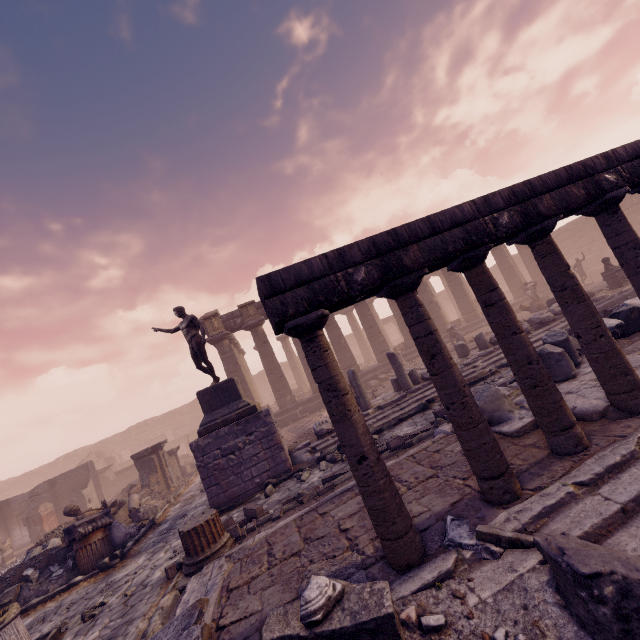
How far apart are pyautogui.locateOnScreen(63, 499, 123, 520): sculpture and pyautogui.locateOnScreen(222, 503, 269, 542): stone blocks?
6.9m

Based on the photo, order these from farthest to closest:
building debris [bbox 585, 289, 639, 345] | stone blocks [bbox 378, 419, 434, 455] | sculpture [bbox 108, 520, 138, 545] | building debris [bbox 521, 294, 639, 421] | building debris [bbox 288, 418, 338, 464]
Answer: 1. building debris [bbox 288, 418, 338, 464]
2. sculpture [bbox 108, 520, 138, 545]
3. stone blocks [bbox 378, 419, 434, 455]
4. building debris [bbox 585, 289, 639, 345]
5. building debris [bbox 521, 294, 639, 421]

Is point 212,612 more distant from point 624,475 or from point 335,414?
point 624,475

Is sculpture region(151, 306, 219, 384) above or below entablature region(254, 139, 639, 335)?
above

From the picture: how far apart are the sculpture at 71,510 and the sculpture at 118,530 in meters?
1.8 m

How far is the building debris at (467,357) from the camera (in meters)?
10.99

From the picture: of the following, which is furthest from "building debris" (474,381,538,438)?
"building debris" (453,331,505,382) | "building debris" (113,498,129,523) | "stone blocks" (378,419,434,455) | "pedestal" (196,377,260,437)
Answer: "building debris" (113,498,129,523)

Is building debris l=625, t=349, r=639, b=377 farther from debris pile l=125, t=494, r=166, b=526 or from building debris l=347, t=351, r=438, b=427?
debris pile l=125, t=494, r=166, b=526
